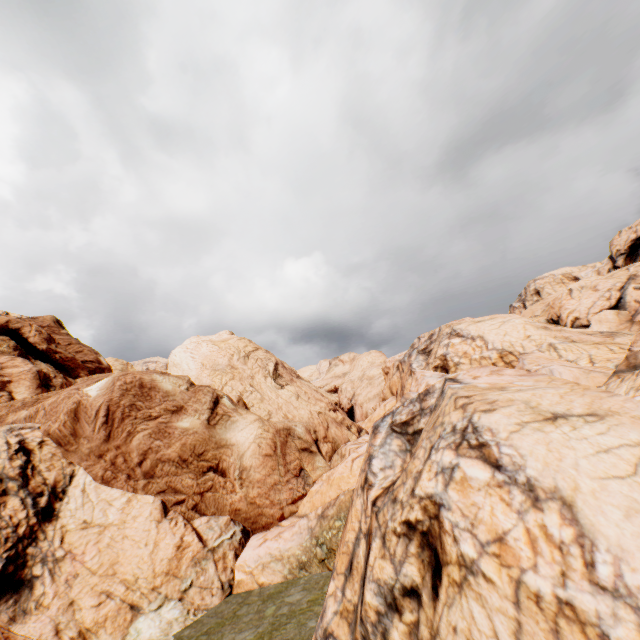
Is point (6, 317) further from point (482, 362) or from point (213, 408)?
point (482, 362)
